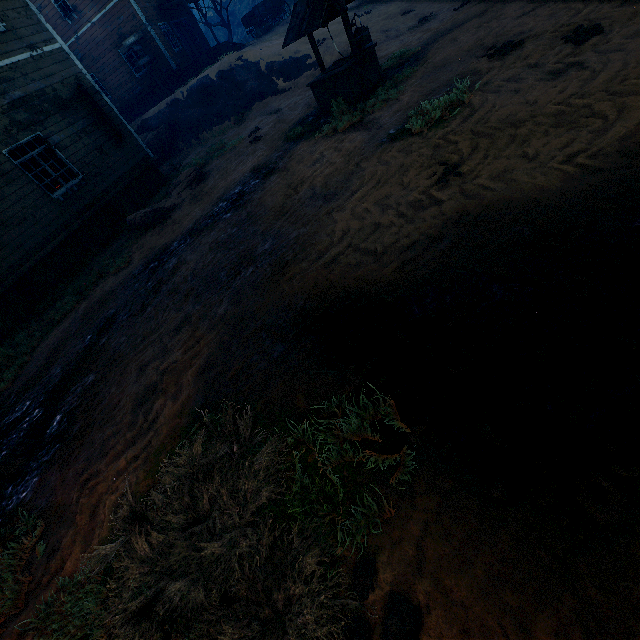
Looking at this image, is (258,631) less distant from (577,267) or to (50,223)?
(577,267)

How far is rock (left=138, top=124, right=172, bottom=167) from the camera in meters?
17.6

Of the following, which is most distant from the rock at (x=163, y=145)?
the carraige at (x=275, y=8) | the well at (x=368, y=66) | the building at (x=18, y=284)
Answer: the well at (x=368, y=66)

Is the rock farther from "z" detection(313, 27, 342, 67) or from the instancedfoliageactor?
the instancedfoliageactor

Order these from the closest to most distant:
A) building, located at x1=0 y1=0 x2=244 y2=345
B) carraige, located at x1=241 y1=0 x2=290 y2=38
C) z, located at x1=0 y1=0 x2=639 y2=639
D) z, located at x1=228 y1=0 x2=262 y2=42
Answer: z, located at x1=0 y1=0 x2=639 y2=639 → building, located at x1=0 y1=0 x2=244 y2=345 → carraige, located at x1=241 y1=0 x2=290 y2=38 → z, located at x1=228 y1=0 x2=262 y2=42

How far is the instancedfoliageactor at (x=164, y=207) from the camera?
9.6 meters

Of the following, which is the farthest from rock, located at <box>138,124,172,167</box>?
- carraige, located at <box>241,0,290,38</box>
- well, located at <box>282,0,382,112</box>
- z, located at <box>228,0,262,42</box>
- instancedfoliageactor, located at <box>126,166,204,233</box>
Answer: well, located at <box>282,0,382,112</box>

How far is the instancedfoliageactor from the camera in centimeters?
959cm
